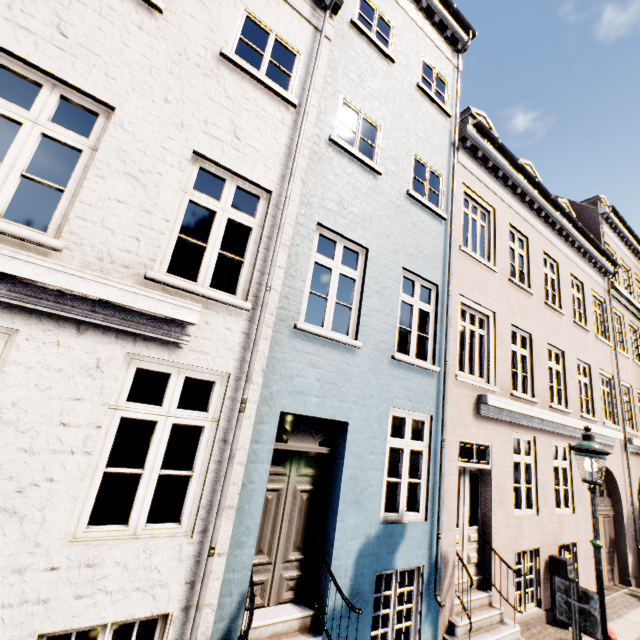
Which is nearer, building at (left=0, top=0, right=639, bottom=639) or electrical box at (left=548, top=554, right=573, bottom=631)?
building at (left=0, top=0, right=639, bottom=639)

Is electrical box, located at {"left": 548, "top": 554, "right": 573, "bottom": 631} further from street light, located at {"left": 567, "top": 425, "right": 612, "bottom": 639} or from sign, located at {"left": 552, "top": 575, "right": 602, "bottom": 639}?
sign, located at {"left": 552, "top": 575, "right": 602, "bottom": 639}

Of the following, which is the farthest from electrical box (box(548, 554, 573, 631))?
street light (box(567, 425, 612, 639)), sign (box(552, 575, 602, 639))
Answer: sign (box(552, 575, 602, 639))

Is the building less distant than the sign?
Yes

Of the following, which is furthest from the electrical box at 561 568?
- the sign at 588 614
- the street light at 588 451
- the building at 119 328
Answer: the building at 119 328

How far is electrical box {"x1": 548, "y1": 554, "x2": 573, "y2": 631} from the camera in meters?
7.0 m

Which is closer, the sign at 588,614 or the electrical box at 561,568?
the sign at 588,614

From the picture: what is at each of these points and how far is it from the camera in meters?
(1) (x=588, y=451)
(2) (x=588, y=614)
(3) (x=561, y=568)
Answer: (1) street light, 4.9 m
(2) sign, 4.0 m
(3) electrical box, 7.1 m
